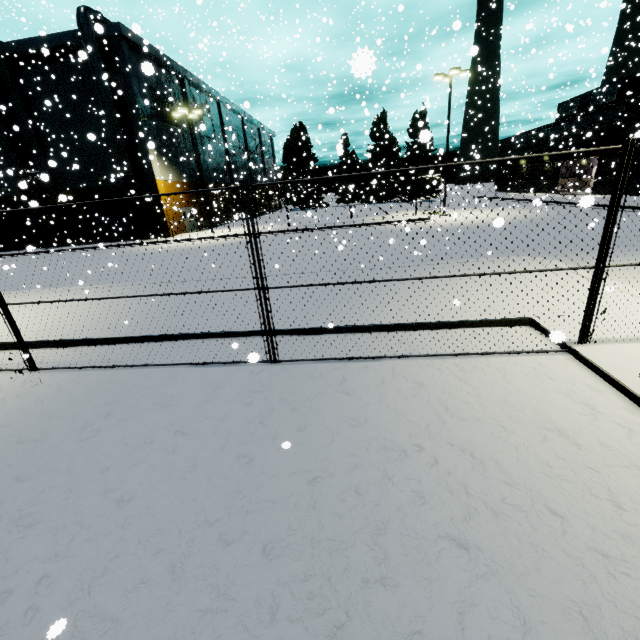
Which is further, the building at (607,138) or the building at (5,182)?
the building at (607,138)

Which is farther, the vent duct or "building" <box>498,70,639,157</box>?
"building" <box>498,70,639,157</box>

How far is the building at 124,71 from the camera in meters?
24.8

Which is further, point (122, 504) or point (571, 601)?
point (122, 504)

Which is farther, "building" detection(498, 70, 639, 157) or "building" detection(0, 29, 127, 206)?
"building" detection(498, 70, 639, 157)

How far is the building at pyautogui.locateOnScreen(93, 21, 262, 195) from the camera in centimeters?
2477cm
